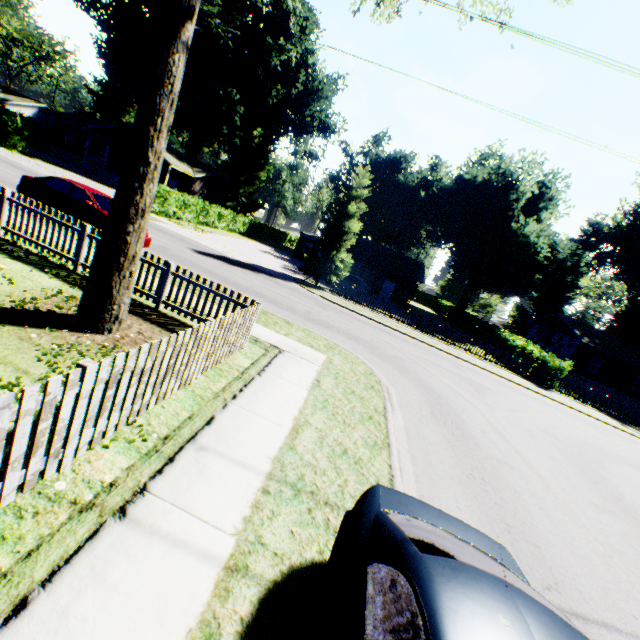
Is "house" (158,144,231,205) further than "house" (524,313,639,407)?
Yes

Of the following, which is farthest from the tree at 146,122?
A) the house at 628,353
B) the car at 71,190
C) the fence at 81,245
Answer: the house at 628,353

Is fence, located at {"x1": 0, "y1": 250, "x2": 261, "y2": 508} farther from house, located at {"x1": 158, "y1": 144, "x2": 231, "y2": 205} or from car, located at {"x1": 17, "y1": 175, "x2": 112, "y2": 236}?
house, located at {"x1": 158, "y1": 144, "x2": 231, "y2": 205}

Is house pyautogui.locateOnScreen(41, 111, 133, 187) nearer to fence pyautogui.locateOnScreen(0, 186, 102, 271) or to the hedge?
fence pyautogui.locateOnScreen(0, 186, 102, 271)

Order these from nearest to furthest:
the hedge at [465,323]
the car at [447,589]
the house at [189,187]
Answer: the car at [447,589] → the hedge at [465,323] → the house at [189,187]

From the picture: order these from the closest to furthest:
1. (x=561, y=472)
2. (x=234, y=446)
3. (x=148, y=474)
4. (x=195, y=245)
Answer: (x=148, y=474)
(x=234, y=446)
(x=561, y=472)
(x=195, y=245)

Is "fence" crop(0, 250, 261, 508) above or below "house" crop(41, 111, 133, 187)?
below

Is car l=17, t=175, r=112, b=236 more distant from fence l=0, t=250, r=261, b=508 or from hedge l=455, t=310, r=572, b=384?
hedge l=455, t=310, r=572, b=384
